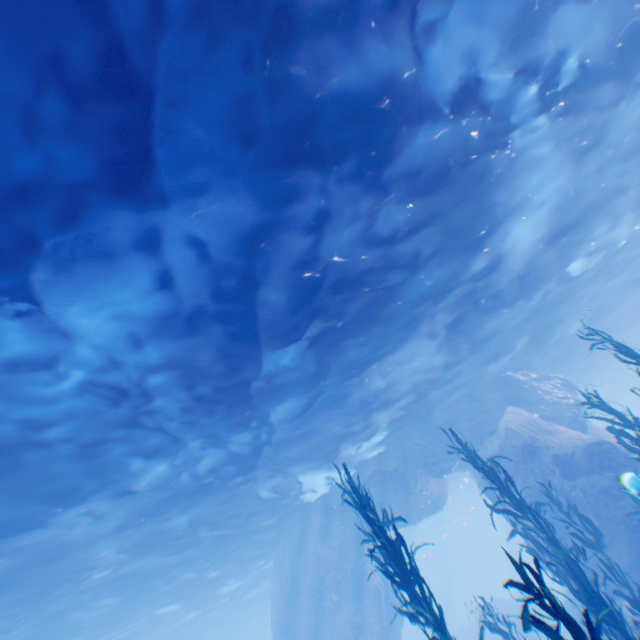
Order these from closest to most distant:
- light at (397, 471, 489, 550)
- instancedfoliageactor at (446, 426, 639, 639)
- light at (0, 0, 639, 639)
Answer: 1. instancedfoliageactor at (446, 426, 639, 639)
2. light at (0, 0, 639, 639)
3. light at (397, 471, 489, 550)

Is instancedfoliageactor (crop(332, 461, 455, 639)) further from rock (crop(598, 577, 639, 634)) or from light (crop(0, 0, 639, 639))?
light (crop(0, 0, 639, 639))

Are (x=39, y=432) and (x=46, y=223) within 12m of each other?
yes

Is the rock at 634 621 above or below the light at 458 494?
below

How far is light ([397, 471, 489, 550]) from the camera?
34.3 meters

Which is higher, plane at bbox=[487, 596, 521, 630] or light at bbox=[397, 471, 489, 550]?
light at bbox=[397, 471, 489, 550]

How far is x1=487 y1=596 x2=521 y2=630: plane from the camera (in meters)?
23.85

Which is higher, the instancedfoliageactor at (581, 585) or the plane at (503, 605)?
the instancedfoliageactor at (581, 585)
